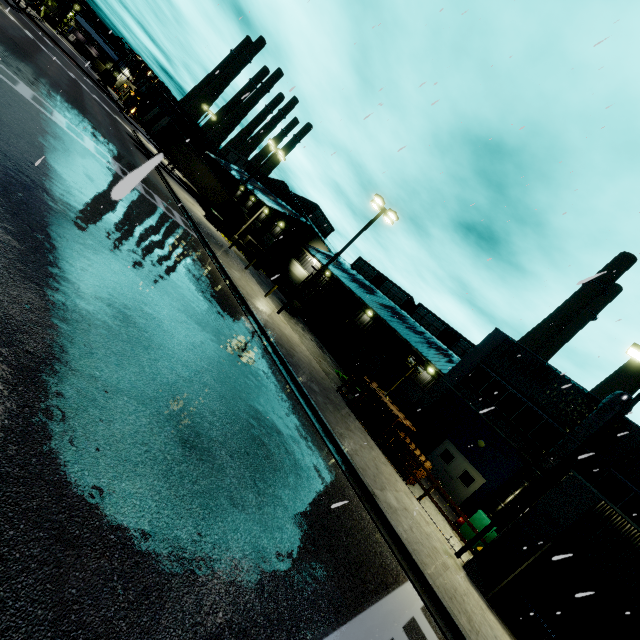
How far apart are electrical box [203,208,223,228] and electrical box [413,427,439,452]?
24.90m

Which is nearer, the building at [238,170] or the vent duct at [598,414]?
the vent duct at [598,414]

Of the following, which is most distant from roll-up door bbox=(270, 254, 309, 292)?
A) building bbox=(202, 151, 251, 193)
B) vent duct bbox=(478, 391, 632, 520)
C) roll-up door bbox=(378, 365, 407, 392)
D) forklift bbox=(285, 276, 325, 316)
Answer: vent duct bbox=(478, 391, 632, 520)

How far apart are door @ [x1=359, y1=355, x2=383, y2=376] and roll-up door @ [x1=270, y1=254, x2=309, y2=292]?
15.0m

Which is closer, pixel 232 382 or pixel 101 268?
pixel 101 268

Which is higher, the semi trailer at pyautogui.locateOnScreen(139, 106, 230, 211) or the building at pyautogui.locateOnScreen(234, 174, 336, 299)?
the building at pyautogui.locateOnScreen(234, 174, 336, 299)

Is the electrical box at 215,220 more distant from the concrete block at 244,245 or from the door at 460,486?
the door at 460,486

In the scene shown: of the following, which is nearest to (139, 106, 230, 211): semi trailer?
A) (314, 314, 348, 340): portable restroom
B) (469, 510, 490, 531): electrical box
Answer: (469, 510, 490, 531): electrical box
